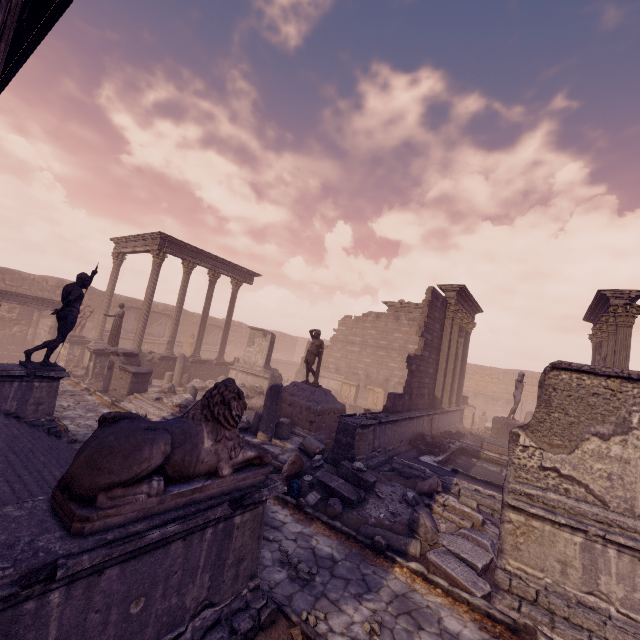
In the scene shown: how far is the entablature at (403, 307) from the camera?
22.9m

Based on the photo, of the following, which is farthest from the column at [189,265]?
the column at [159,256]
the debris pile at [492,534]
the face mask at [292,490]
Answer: the face mask at [292,490]

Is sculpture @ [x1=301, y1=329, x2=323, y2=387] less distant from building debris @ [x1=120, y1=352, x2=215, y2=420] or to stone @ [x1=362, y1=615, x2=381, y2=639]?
building debris @ [x1=120, y1=352, x2=215, y2=420]

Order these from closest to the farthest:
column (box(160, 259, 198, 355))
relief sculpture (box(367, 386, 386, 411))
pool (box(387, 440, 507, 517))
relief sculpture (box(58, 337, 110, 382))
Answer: pool (box(387, 440, 507, 517)), relief sculpture (box(58, 337, 110, 382)), column (box(160, 259, 198, 355)), relief sculpture (box(367, 386, 386, 411))

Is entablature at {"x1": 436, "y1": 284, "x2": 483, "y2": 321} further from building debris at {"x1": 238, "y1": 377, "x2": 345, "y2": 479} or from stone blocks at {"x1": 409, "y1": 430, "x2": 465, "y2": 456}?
building debris at {"x1": 238, "y1": 377, "x2": 345, "y2": 479}

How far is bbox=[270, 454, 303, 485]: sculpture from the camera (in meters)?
7.77

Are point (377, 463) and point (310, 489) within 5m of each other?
yes

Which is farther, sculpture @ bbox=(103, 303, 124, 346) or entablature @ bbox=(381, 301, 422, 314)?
entablature @ bbox=(381, 301, 422, 314)
